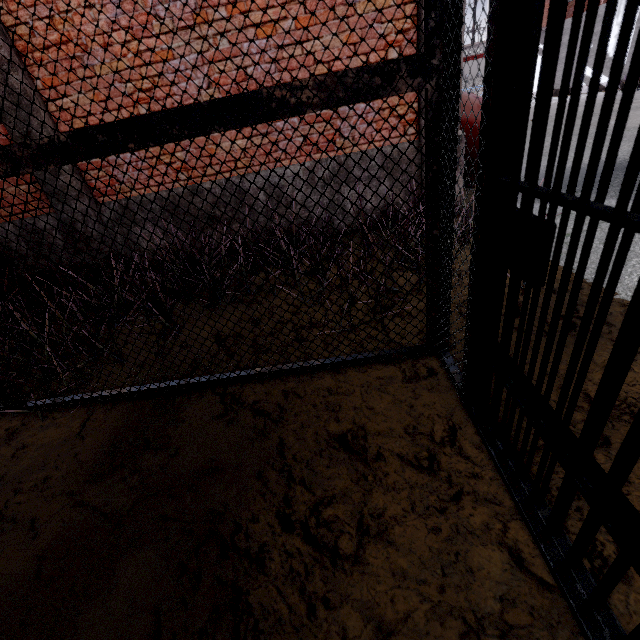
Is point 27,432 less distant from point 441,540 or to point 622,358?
point 441,540
